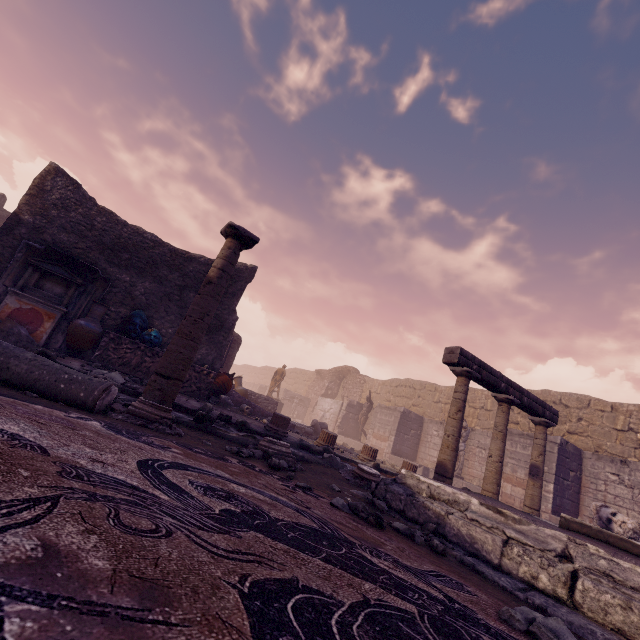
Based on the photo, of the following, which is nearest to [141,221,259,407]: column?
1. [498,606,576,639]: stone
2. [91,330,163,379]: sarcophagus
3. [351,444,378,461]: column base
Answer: [498,606,576,639]: stone

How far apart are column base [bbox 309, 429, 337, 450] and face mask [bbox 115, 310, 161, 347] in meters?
4.9

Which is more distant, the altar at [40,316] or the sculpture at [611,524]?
the sculpture at [611,524]

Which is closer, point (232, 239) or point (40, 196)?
point (232, 239)

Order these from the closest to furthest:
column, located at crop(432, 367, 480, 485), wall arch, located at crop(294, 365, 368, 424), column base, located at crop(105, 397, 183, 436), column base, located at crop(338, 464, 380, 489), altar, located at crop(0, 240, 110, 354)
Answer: column base, located at crop(105, 397, 183, 436), column base, located at crop(338, 464, 380, 489), column, located at crop(432, 367, 480, 485), altar, located at crop(0, 240, 110, 354), wall arch, located at crop(294, 365, 368, 424)

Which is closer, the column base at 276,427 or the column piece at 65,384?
the column piece at 65,384

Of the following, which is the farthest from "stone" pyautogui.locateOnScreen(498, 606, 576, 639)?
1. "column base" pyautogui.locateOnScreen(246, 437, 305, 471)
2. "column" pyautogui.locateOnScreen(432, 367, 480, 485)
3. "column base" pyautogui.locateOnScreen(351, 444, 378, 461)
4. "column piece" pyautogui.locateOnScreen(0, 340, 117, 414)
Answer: "column base" pyautogui.locateOnScreen(351, 444, 378, 461)

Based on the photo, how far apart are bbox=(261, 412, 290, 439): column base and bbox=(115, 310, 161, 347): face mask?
3.53m
